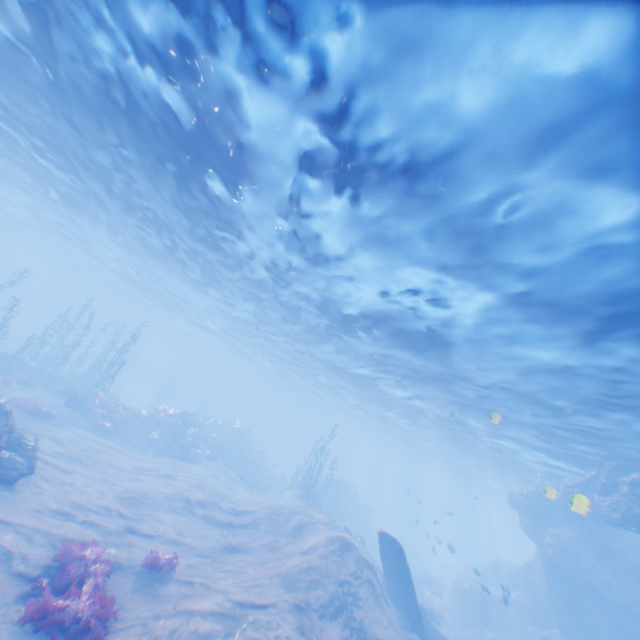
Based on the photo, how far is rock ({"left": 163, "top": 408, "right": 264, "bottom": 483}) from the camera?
26.8m

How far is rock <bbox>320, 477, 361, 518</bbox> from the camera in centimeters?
3497cm

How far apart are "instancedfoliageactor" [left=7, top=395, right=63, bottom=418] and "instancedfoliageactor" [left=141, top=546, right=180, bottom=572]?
14.0m

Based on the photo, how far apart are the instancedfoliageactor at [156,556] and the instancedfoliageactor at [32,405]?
14.0m

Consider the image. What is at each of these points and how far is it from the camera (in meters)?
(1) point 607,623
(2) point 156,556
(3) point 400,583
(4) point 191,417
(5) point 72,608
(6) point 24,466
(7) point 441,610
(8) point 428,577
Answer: (1) rock, 18.56
(2) instancedfoliageactor, 9.72
(3) plane, 15.99
(4) rock, 29.52
(5) instancedfoliageactor, 6.75
(6) rock, 11.29
(7) instancedfoliageactor, 25.81
(8) instancedfoliageactor, 32.50

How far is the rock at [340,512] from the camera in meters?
35.0

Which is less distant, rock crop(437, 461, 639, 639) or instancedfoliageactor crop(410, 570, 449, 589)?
rock crop(437, 461, 639, 639)

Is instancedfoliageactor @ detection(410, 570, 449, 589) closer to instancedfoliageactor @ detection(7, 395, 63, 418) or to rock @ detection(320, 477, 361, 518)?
rock @ detection(320, 477, 361, 518)
